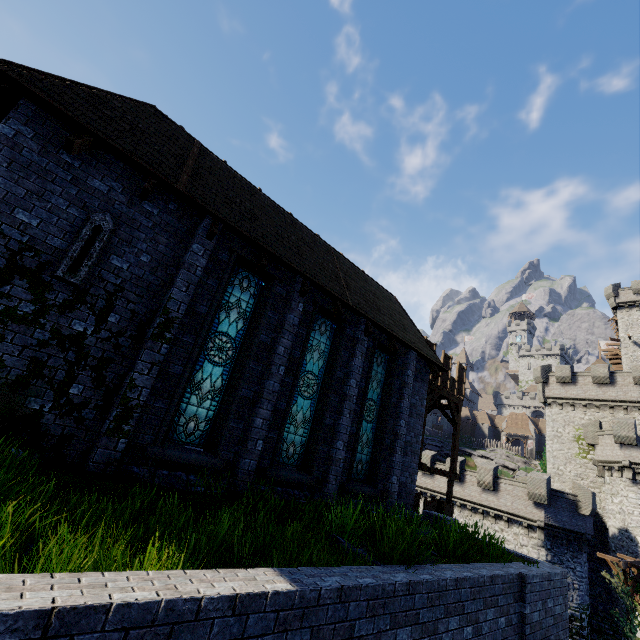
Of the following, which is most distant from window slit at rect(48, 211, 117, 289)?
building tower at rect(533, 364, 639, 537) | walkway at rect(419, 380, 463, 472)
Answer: building tower at rect(533, 364, 639, 537)

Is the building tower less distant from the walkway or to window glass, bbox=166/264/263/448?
the walkway

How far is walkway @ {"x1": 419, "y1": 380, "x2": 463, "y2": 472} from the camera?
17.3 meters

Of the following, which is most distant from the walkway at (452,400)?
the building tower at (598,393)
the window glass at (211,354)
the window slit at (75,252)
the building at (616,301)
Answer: the building at (616,301)

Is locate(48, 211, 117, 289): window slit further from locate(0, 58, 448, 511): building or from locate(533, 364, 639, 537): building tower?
locate(533, 364, 639, 537): building tower

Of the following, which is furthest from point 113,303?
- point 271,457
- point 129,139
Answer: point 271,457

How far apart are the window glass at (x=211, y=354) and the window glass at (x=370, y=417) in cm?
487

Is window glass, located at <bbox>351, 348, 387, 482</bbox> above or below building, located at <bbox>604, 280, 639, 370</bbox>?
below
